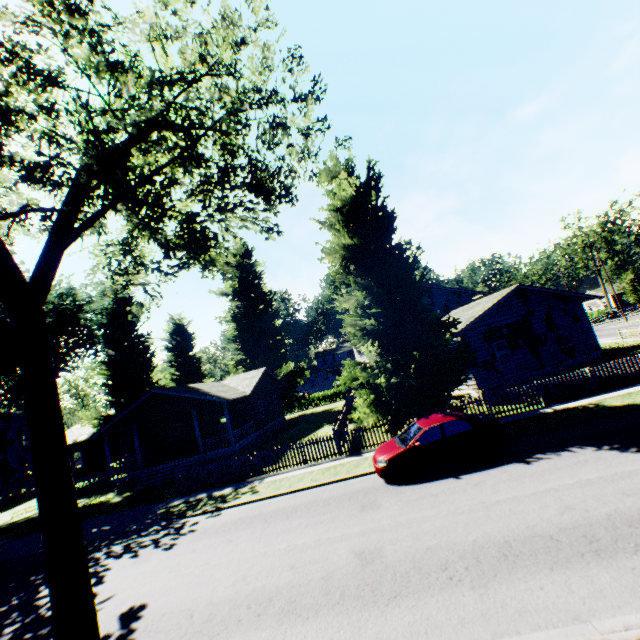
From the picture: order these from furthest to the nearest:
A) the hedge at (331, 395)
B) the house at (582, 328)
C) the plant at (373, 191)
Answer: the hedge at (331, 395) < the house at (582, 328) < the plant at (373, 191)

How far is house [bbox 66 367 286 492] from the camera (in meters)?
23.89

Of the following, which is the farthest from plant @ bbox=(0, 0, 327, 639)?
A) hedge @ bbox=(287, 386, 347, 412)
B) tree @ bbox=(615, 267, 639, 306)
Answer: tree @ bbox=(615, 267, 639, 306)

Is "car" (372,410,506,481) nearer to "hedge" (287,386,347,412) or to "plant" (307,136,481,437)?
"plant" (307,136,481,437)

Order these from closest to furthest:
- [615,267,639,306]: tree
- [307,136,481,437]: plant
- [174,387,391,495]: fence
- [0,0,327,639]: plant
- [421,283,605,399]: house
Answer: [0,0,327,639]: plant < [307,136,481,437]: plant < [174,387,391,495]: fence < [421,283,605,399]: house < [615,267,639,306]: tree

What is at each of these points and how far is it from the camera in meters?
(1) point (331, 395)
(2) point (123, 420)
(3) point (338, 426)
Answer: (1) hedge, 48.0 m
(2) house, 24.9 m
(3) fence, 19.5 m

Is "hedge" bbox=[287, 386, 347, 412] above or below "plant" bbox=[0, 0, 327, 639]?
below

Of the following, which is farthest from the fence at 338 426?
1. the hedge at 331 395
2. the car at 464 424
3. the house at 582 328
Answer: the car at 464 424
